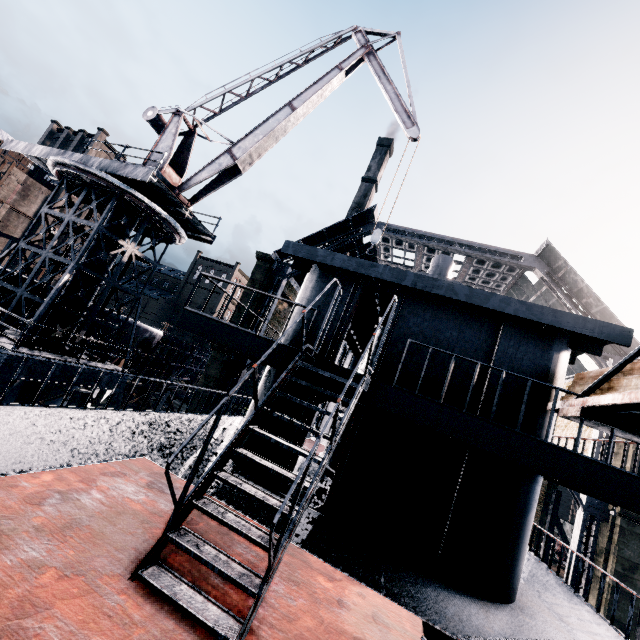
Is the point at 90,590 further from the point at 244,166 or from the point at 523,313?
the point at 244,166

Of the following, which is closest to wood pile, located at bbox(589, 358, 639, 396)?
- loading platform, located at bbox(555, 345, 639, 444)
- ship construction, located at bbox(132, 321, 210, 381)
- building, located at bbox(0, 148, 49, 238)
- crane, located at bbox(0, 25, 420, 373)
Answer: loading platform, located at bbox(555, 345, 639, 444)

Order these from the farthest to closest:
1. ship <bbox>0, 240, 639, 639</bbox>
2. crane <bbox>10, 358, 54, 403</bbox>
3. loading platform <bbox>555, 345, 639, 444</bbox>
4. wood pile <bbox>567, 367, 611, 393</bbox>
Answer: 1. crane <bbox>10, 358, 54, 403</bbox>
2. wood pile <bbox>567, 367, 611, 393</bbox>
3. loading platform <bbox>555, 345, 639, 444</bbox>
4. ship <bbox>0, 240, 639, 639</bbox>

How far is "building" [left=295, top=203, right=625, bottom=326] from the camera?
23.11m

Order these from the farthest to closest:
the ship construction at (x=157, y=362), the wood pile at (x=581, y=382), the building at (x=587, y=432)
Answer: the ship construction at (x=157, y=362) → the building at (x=587, y=432) → the wood pile at (x=581, y=382)

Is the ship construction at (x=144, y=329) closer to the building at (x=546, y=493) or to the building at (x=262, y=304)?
the building at (x=546, y=493)

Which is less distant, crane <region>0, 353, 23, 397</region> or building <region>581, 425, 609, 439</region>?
crane <region>0, 353, 23, 397</region>

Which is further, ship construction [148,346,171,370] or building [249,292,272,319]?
ship construction [148,346,171,370]
